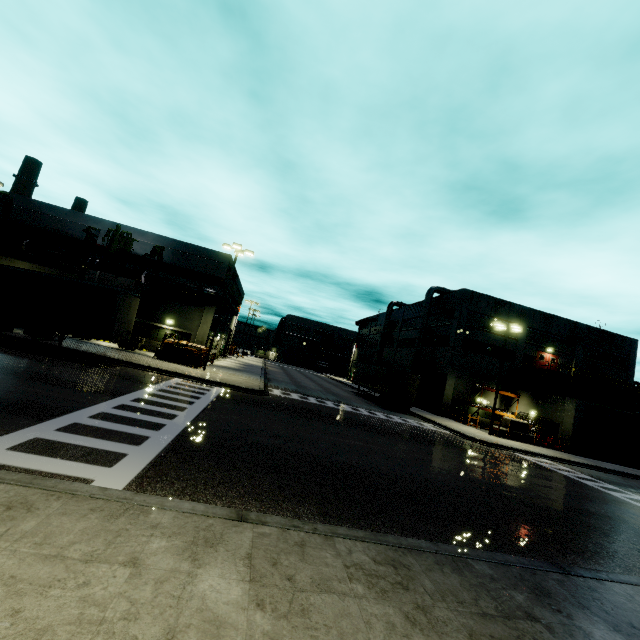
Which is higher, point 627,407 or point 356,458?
point 627,407

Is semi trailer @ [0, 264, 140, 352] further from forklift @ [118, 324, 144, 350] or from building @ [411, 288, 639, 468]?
forklift @ [118, 324, 144, 350]

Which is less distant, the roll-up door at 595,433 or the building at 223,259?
the building at 223,259

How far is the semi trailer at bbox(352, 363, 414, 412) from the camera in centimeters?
3122cm

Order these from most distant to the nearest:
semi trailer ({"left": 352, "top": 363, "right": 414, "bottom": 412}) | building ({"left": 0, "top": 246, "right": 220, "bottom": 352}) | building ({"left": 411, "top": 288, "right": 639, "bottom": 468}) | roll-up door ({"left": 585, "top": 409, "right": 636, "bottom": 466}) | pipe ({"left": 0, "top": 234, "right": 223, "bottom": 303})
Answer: semi trailer ({"left": 352, "top": 363, "right": 414, "bottom": 412})
building ({"left": 411, "top": 288, "right": 639, "bottom": 468})
roll-up door ({"left": 585, "top": 409, "right": 636, "bottom": 466})
building ({"left": 0, "top": 246, "right": 220, "bottom": 352})
pipe ({"left": 0, "top": 234, "right": 223, "bottom": 303})

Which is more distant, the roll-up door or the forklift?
the roll-up door

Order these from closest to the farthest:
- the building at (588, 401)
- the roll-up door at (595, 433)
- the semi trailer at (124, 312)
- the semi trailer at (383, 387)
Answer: the semi trailer at (124, 312)
the roll-up door at (595, 433)
the building at (588, 401)
the semi trailer at (383, 387)
